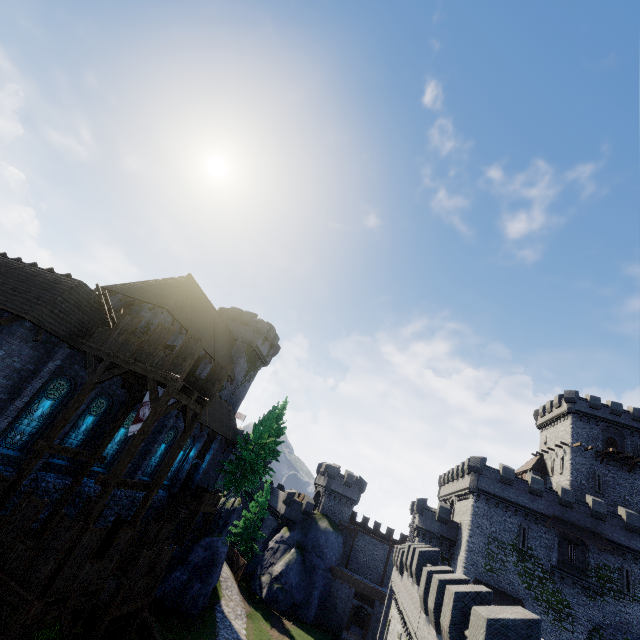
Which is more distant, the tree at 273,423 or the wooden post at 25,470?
the tree at 273,423

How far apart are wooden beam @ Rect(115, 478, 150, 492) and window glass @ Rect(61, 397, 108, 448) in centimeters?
666cm

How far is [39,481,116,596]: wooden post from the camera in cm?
1092

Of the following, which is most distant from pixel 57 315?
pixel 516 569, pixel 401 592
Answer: pixel 516 569

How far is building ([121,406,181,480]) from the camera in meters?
22.7

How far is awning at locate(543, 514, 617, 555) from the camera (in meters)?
32.66

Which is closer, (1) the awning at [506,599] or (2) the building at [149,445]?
(2) the building at [149,445]
